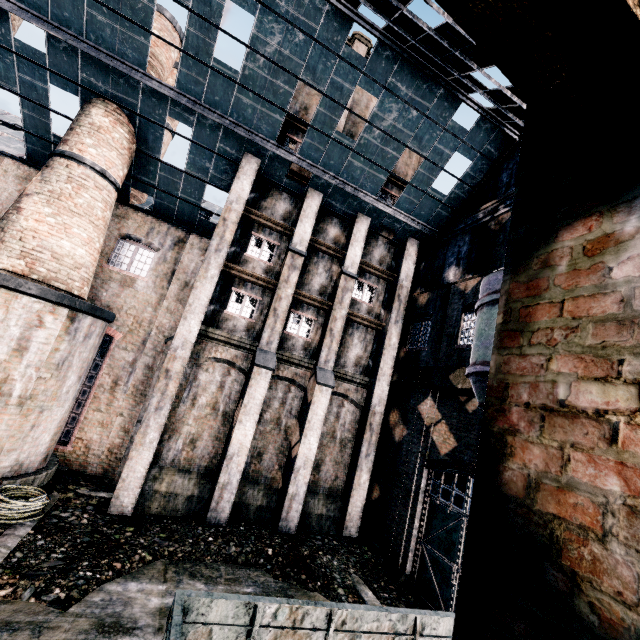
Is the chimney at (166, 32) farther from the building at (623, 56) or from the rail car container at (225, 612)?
the rail car container at (225, 612)

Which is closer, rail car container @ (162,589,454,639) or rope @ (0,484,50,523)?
rail car container @ (162,589,454,639)

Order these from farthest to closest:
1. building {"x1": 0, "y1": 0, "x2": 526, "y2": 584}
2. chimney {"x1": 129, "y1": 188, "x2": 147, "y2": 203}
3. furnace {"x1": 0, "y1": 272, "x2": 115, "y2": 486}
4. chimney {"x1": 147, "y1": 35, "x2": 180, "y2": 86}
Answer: chimney {"x1": 129, "y1": 188, "x2": 147, "y2": 203}
chimney {"x1": 147, "y1": 35, "x2": 180, "y2": 86}
building {"x1": 0, "y1": 0, "x2": 526, "y2": 584}
furnace {"x1": 0, "y1": 272, "x2": 115, "y2": 486}

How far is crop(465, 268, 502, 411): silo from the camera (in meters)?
6.30

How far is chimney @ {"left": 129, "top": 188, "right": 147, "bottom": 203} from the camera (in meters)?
21.66

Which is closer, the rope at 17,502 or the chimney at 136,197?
the rope at 17,502

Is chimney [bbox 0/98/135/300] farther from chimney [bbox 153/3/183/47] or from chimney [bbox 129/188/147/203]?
chimney [bbox 129/188/147/203]

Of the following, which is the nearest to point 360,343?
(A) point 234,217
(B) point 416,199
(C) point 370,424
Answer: (C) point 370,424
